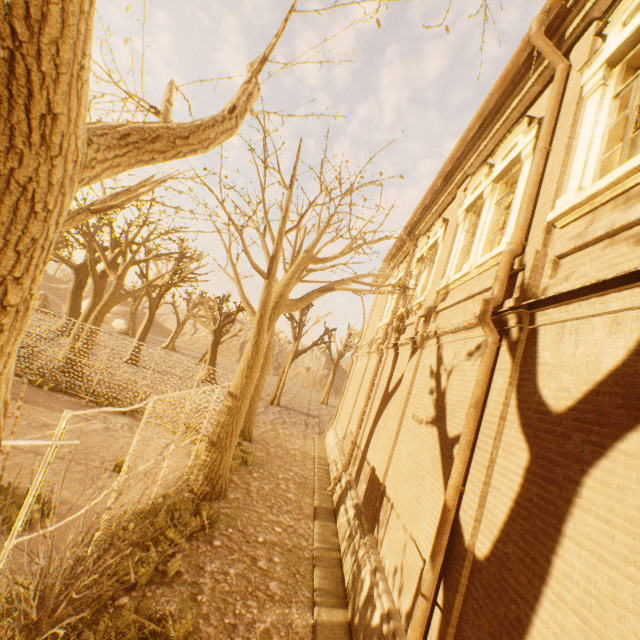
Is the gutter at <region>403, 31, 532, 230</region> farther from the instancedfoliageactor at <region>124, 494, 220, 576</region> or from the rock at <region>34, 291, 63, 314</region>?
the rock at <region>34, 291, 63, 314</region>

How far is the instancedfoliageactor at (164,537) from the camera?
5.8 meters

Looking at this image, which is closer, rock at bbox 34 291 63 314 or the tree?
the tree

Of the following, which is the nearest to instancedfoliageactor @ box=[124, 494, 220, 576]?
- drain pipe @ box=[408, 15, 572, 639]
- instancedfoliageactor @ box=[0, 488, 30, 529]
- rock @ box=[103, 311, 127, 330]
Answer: instancedfoliageactor @ box=[0, 488, 30, 529]

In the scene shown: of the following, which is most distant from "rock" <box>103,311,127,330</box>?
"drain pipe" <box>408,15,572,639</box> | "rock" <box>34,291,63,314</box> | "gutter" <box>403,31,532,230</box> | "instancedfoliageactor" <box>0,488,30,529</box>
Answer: "drain pipe" <box>408,15,572,639</box>

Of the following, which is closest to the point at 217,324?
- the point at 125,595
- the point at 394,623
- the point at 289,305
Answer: the point at 289,305

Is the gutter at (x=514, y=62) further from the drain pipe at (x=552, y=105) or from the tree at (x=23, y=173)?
the tree at (x=23, y=173)

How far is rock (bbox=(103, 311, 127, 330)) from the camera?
50.2 meters
